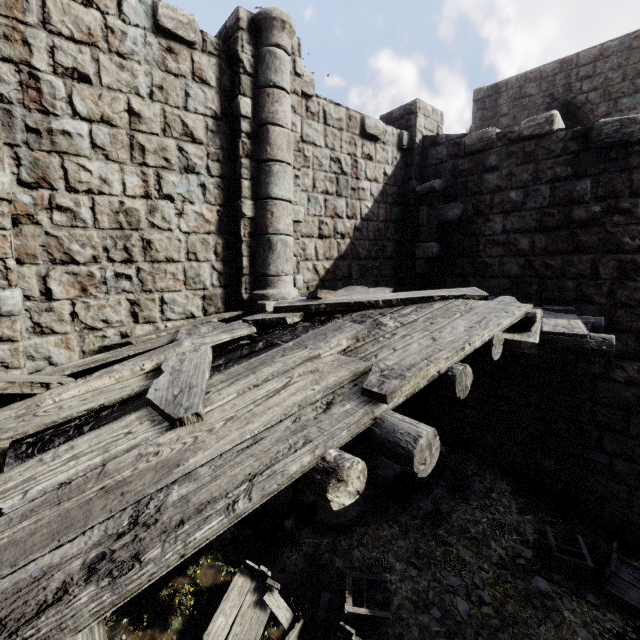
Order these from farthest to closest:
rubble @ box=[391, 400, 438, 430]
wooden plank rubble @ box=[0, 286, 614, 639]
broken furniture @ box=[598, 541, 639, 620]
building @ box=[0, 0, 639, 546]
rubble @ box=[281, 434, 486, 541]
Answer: rubble @ box=[391, 400, 438, 430], rubble @ box=[281, 434, 486, 541], broken furniture @ box=[598, 541, 639, 620], building @ box=[0, 0, 639, 546], wooden plank rubble @ box=[0, 286, 614, 639]

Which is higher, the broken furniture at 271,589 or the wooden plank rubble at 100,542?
the wooden plank rubble at 100,542

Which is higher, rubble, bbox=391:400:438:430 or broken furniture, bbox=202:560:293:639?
rubble, bbox=391:400:438:430

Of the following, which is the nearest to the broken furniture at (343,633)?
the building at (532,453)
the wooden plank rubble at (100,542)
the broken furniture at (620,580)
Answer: the building at (532,453)

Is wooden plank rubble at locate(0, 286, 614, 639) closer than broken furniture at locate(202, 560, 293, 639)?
Yes

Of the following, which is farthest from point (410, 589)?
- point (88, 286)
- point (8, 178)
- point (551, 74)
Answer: point (551, 74)

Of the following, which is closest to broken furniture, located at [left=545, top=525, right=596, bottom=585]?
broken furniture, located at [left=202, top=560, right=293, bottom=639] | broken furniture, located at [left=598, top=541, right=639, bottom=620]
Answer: broken furniture, located at [left=598, top=541, right=639, bottom=620]

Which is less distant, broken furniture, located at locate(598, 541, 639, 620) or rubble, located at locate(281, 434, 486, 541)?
broken furniture, located at locate(598, 541, 639, 620)
